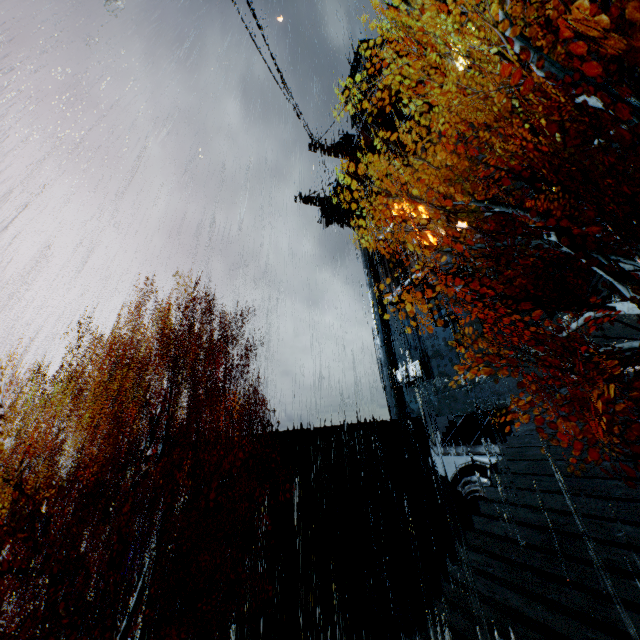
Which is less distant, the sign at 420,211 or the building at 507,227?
the building at 507,227

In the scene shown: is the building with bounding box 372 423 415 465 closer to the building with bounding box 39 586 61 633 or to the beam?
the building with bounding box 39 586 61 633

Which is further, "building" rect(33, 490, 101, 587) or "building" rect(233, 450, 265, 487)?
"building" rect(233, 450, 265, 487)

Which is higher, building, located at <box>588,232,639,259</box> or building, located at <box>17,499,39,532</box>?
building, located at <box>588,232,639,259</box>

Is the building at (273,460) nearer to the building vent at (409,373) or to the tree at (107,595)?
the building vent at (409,373)

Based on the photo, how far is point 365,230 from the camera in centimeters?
4031cm

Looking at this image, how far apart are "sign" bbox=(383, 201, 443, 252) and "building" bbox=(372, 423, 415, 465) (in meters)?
15.39

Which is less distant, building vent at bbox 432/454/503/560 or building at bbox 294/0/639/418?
building vent at bbox 432/454/503/560
